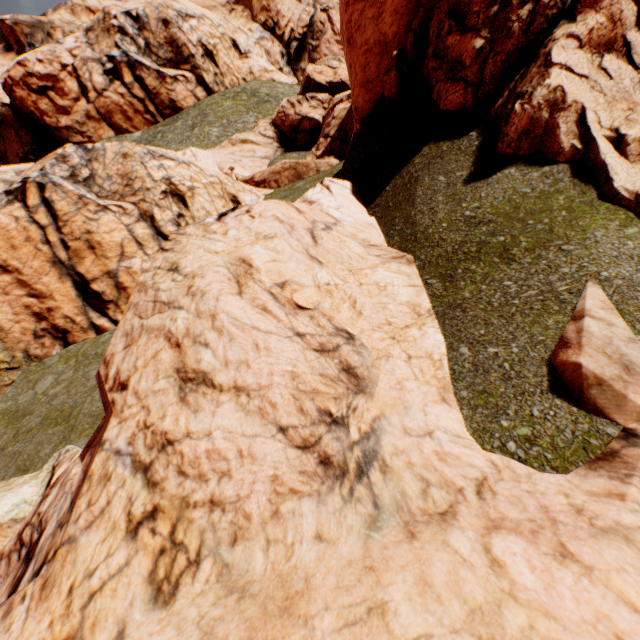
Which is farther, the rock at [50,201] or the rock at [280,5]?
the rock at [280,5]

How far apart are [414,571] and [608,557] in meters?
1.2 m

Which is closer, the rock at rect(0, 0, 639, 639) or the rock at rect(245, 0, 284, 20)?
the rock at rect(0, 0, 639, 639)

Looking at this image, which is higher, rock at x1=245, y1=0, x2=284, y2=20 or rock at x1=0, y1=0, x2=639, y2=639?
rock at x1=245, y1=0, x2=284, y2=20

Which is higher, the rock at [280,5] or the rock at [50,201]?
the rock at [280,5]
